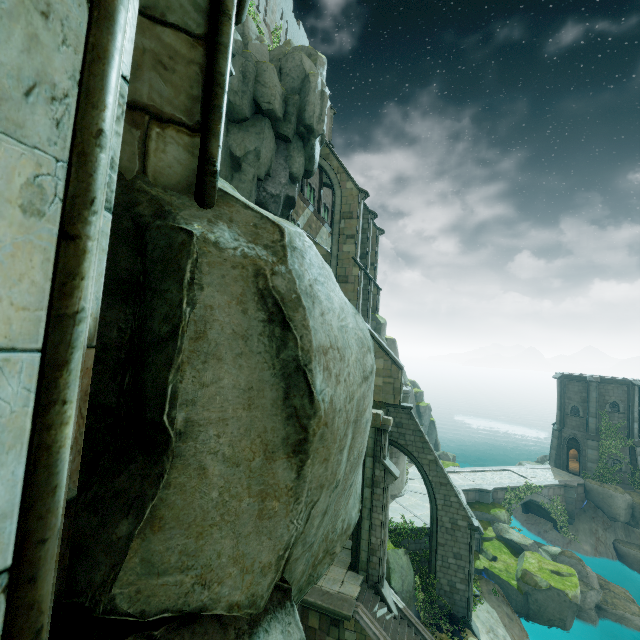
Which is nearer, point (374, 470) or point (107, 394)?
point (107, 394)

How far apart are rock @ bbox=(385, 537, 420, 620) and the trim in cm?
357

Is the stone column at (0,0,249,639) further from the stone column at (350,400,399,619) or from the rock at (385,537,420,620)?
the rock at (385,537,420,620)

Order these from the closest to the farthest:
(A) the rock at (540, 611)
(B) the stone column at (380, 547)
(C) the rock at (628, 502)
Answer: (B) the stone column at (380, 547) < (A) the rock at (540, 611) < (C) the rock at (628, 502)

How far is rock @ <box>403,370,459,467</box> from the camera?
34.8m

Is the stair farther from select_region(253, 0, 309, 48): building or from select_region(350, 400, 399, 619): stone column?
select_region(253, 0, 309, 48): building

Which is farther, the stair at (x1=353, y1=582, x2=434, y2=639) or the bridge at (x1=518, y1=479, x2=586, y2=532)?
the bridge at (x1=518, y1=479, x2=586, y2=532)

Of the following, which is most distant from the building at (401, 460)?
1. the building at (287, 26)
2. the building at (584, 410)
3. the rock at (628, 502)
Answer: the building at (584, 410)
